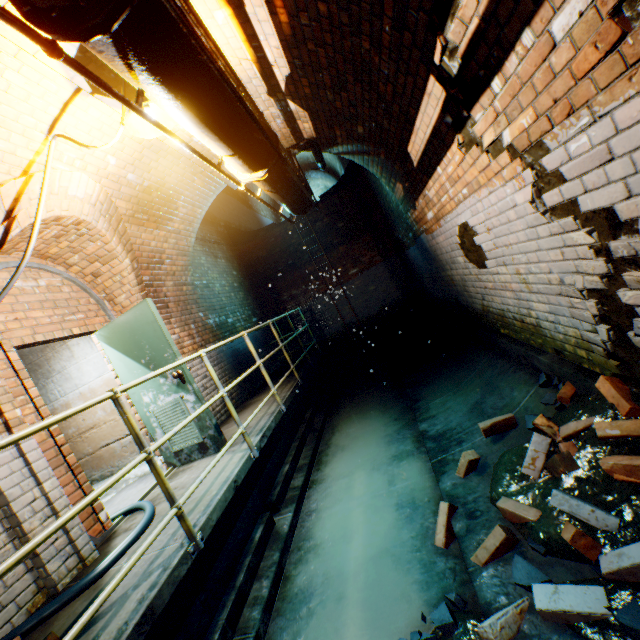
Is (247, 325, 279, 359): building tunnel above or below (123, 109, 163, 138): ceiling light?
below

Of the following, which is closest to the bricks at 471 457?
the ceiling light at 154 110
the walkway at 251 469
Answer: the walkway at 251 469

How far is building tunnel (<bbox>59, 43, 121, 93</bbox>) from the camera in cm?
248

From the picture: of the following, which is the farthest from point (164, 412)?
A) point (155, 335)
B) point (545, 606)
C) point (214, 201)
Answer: point (214, 201)

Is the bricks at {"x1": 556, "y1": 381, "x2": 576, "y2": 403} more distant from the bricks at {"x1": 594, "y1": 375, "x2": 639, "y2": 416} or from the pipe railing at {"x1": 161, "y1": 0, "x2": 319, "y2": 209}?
the pipe railing at {"x1": 161, "y1": 0, "x2": 319, "y2": 209}

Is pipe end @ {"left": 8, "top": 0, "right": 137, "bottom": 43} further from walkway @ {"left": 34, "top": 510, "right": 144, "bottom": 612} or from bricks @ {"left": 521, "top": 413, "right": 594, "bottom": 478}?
bricks @ {"left": 521, "top": 413, "right": 594, "bottom": 478}

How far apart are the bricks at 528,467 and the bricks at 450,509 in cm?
64

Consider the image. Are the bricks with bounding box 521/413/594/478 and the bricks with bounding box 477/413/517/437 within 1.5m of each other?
yes
